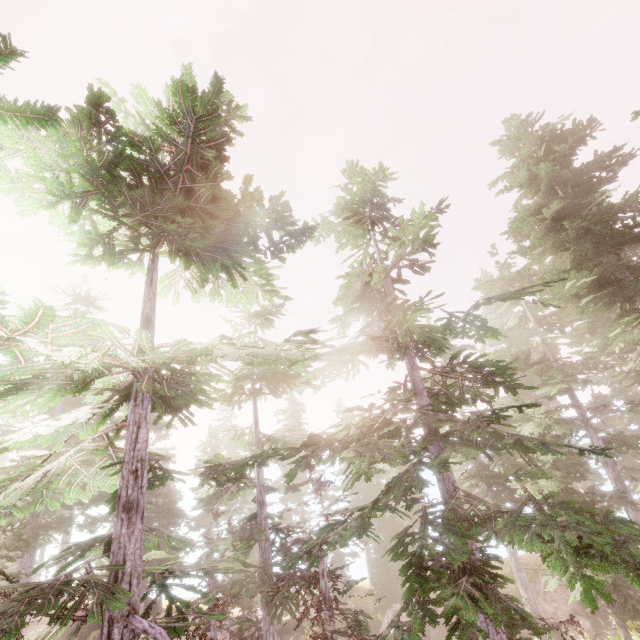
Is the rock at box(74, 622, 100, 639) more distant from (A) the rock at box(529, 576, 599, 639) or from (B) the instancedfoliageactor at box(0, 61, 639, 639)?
(A) the rock at box(529, 576, 599, 639)

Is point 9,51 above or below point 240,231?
below

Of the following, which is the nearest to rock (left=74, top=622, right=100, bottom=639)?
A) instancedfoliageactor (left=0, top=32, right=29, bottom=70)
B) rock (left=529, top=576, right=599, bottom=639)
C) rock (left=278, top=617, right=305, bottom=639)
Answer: instancedfoliageactor (left=0, top=32, right=29, bottom=70)

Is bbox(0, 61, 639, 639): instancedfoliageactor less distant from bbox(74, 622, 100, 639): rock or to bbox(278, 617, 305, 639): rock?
bbox(74, 622, 100, 639): rock

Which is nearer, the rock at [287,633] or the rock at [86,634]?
the rock at [287,633]

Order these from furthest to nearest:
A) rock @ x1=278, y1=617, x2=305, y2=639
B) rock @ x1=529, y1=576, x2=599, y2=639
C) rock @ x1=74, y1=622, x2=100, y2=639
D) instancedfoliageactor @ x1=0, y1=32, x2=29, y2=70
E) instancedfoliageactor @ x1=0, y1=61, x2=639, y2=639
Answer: rock @ x1=74, y1=622, x2=100, y2=639 < rock @ x1=278, y1=617, x2=305, y2=639 < rock @ x1=529, y1=576, x2=599, y2=639 < instancedfoliageactor @ x1=0, y1=61, x2=639, y2=639 < instancedfoliageactor @ x1=0, y1=32, x2=29, y2=70

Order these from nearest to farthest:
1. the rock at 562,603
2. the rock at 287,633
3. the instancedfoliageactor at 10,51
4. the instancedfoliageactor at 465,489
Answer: the instancedfoliageactor at 10,51
the instancedfoliageactor at 465,489
the rock at 562,603
the rock at 287,633

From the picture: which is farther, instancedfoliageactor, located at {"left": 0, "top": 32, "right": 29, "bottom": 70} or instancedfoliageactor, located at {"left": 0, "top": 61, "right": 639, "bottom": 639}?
instancedfoliageactor, located at {"left": 0, "top": 61, "right": 639, "bottom": 639}
